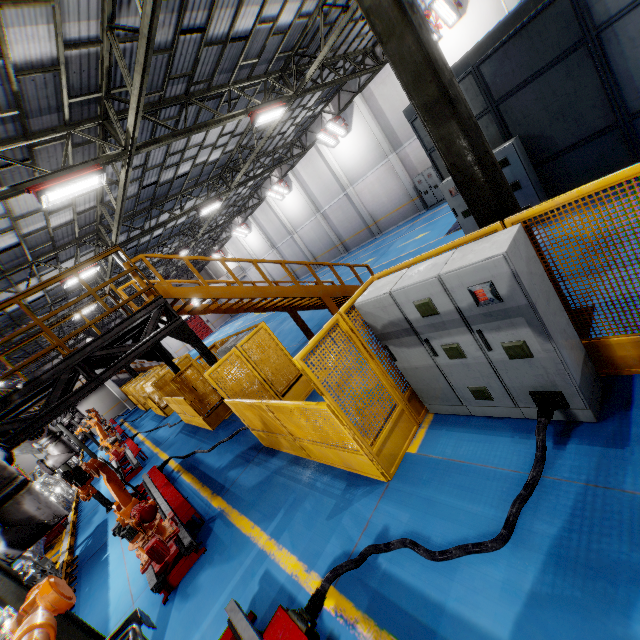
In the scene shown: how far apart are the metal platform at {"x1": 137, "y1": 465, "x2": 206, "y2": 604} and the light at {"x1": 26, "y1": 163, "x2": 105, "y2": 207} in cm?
739

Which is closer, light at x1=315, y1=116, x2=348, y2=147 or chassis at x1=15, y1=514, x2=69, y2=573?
chassis at x1=15, y1=514, x2=69, y2=573

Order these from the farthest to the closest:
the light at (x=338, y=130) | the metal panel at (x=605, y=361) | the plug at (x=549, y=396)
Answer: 1. the light at (x=338, y=130)
2. the plug at (x=549, y=396)
3. the metal panel at (x=605, y=361)

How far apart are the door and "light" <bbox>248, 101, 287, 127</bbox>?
37.9m

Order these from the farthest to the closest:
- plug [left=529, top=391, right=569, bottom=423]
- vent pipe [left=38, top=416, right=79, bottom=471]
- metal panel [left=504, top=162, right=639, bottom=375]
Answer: vent pipe [left=38, top=416, right=79, bottom=471] → plug [left=529, top=391, right=569, bottom=423] → metal panel [left=504, top=162, right=639, bottom=375]

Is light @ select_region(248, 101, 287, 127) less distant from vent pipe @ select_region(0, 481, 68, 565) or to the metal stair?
the metal stair

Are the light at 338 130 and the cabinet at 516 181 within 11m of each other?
no

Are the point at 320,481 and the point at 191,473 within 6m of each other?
yes
